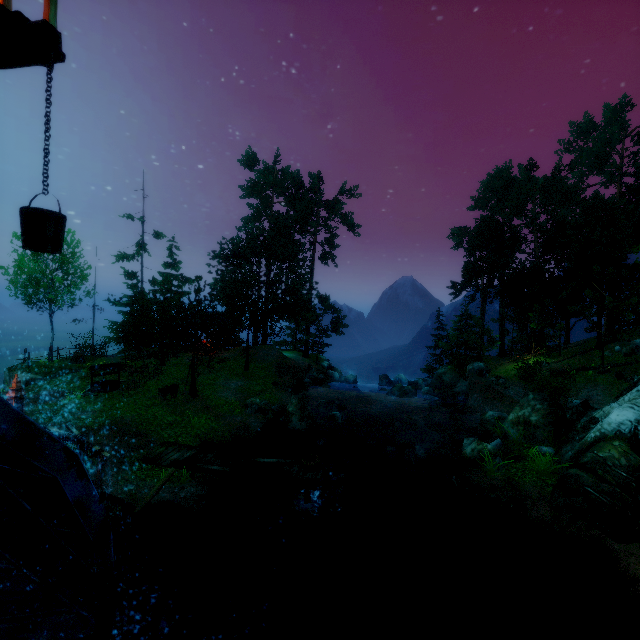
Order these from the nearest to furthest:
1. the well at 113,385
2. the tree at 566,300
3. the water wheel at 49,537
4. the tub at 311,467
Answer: the water wheel at 49,537 → the tub at 311,467 → the well at 113,385 → the tree at 566,300

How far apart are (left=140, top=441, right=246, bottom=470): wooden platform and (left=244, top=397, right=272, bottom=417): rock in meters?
5.3 m

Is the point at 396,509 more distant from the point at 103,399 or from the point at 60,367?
the point at 60,367

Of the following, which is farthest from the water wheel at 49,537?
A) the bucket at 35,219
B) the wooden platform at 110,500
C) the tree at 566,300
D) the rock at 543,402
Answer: the rock at 543,402

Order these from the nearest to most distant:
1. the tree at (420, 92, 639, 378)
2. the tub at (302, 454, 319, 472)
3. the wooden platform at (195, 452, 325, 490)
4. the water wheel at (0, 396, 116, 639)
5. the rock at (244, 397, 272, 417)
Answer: the water wheel at (0, 396, 116, 639), the wooden platform at (195, 452, 325, 490), the tub at (302, 454, 319, 472), the rock at (244, 397, 272, 417), the tree at (420, 92, 639, 378)

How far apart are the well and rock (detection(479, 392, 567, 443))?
22.7 meters

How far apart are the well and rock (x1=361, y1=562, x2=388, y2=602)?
17.6m

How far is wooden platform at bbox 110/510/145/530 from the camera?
5.9m
